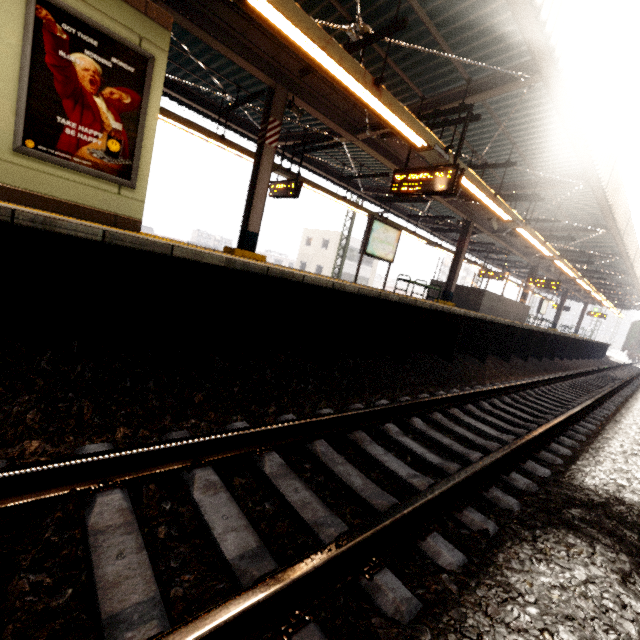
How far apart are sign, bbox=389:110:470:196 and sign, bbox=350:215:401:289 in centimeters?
223cm

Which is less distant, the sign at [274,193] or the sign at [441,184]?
the sign at [441,184]

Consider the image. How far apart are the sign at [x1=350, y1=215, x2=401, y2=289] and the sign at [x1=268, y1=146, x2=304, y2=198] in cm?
226

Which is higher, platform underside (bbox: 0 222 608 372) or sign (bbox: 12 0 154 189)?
sign (bbox: 12 0 154 189)

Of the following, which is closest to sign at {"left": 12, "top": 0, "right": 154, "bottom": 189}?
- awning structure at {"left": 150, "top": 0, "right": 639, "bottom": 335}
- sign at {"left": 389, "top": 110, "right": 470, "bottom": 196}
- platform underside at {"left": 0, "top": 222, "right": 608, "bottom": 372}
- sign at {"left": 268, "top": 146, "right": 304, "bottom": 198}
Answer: awning structure at {"left": 150, "top": 0, "right": 639, "bottom": 335}

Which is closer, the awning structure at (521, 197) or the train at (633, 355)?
the awning structure at (521, 197)

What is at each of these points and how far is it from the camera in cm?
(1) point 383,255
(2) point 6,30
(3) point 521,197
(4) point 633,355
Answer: (1) sign, 1032
(2) elevator, 353
(3) awning structure, 972
(4) train, 3441

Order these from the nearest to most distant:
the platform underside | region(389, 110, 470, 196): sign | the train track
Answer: the train track < the platform underside < region(389, 110, 470, 196): sign
